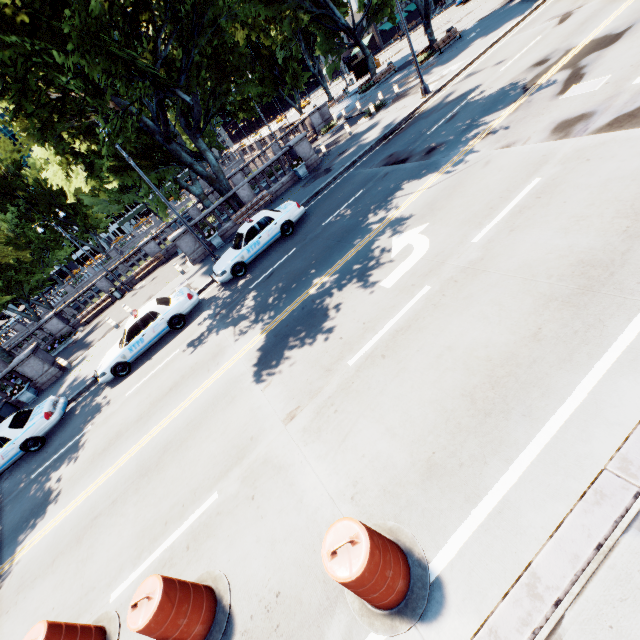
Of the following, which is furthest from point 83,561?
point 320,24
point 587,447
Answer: point 320,24

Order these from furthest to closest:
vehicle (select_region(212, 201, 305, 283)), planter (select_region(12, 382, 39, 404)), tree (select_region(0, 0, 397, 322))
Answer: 1. planter (select_region(12, 382, 39, 404))
2. vehicle (select_region(212, 201, 305, 283))
3. tree (select_region(0, 0, 397, 322))

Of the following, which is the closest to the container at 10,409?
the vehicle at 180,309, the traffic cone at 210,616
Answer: the vehicle at 180,309

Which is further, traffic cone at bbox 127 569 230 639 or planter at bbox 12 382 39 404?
planter at bbox 12 382 39 404

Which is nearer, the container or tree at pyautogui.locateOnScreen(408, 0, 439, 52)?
the container

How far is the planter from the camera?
17.72m

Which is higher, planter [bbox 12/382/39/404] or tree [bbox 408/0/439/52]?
tree [bbox 408/0/439/52]

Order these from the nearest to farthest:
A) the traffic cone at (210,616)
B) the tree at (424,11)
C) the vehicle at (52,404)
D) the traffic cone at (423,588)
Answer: the traffic cone at (423,588) < the traffic cone at (210,616) < the vehicle at (52,404) < the tree at (424,11)
